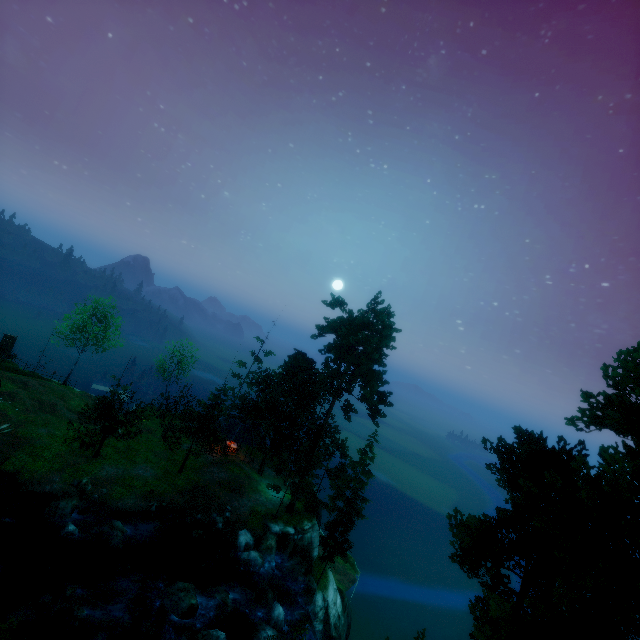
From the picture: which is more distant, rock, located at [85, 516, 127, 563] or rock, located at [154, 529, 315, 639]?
rock, located at [85, 516, 127, 563]

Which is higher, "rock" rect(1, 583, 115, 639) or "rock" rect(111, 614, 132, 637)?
"rock" rect(1, 583, 115, 639)

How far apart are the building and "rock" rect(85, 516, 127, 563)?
13.6m

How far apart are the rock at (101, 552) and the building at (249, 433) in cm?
1359

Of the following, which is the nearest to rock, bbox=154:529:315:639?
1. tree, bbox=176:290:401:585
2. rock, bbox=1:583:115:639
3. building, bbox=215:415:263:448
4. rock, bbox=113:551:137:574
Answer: rock, bbox=1:583:115:639

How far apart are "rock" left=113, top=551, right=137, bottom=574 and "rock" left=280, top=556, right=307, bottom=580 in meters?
12.5

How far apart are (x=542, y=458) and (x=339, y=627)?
36.7 meters

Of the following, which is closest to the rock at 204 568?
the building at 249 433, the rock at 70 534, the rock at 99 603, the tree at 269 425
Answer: the rock at 99 603
